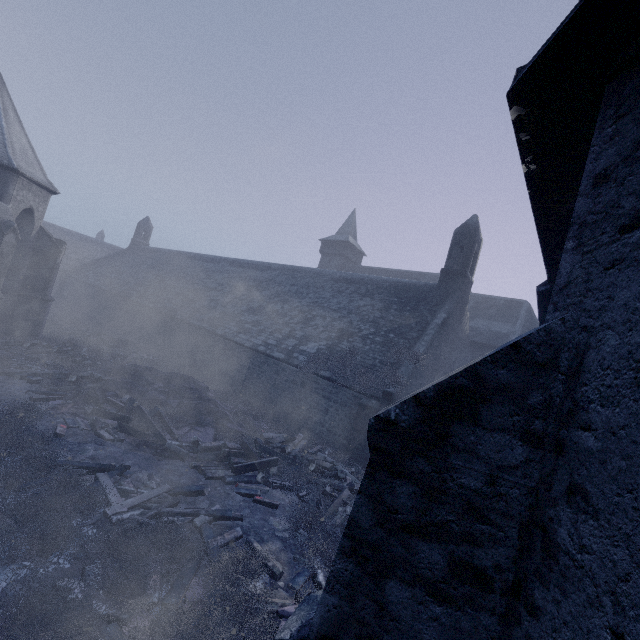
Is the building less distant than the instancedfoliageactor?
Yes

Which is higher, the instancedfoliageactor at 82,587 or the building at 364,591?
the building at 364,591

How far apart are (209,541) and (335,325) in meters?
11.8

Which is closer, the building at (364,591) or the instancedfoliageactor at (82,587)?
the building at (364,591)

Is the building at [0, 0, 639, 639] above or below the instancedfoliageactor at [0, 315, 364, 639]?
above
